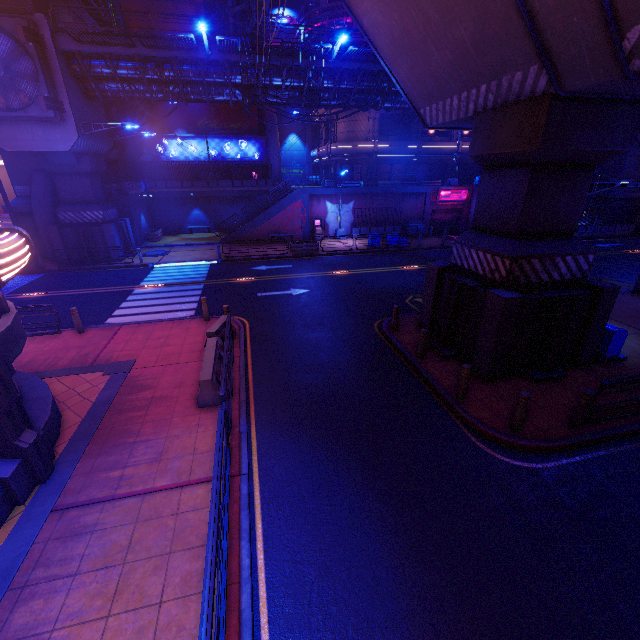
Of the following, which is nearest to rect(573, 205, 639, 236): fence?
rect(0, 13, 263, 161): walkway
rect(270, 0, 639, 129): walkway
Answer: rect(0, 13, 263, 161): walkway

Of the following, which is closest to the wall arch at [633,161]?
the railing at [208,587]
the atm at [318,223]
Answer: the atm at [318,223]

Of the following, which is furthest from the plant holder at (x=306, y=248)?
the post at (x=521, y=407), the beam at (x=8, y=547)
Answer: the post at (x=521, y=407)

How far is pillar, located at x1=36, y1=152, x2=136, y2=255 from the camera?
21.2 meters

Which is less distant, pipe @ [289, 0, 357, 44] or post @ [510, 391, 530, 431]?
post @ [510, 391, 530, 431]

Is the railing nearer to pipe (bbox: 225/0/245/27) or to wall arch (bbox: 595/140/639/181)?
pipe (bbox: 225/0/245/27)

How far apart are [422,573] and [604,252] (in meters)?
31.52

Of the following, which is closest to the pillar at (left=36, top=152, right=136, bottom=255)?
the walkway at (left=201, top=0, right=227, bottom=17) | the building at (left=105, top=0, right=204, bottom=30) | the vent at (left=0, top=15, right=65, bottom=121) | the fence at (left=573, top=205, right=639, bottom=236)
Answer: the vent at (left=0, top=15, right=65, bottom=121)
